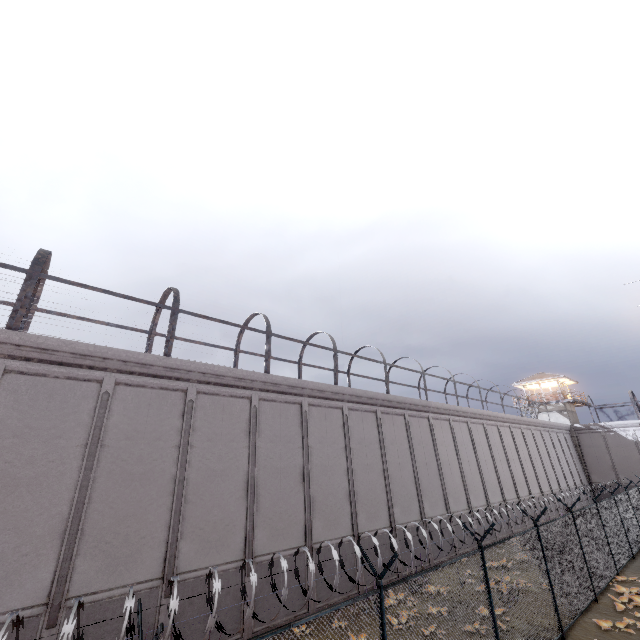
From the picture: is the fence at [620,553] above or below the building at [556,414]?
below

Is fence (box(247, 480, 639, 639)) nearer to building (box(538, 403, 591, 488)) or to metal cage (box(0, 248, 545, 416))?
metal cage (box(0, 248, 545, 416))

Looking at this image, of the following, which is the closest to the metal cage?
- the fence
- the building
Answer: the fence

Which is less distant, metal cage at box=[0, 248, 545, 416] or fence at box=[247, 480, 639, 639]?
fence at box=[247, 480, 639, 639]

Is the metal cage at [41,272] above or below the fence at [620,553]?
above

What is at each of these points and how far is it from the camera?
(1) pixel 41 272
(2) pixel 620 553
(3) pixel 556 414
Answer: (1) metal cage, 11.42m
(2) fence, 15.52m
(3) building, 39.66m
